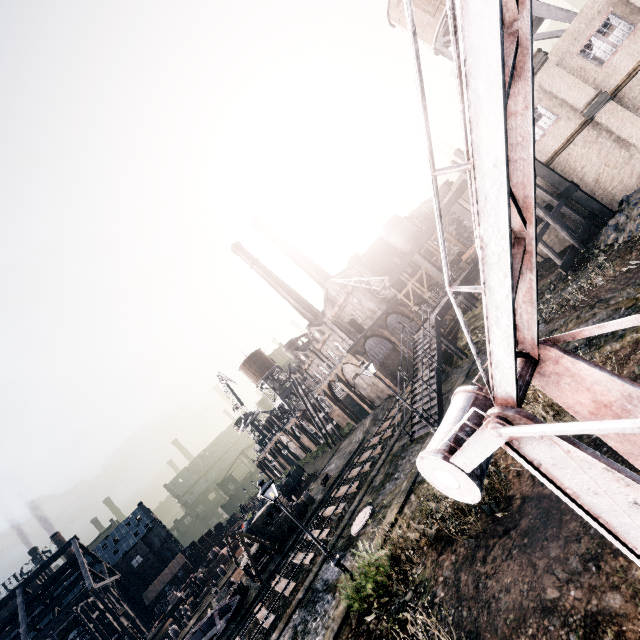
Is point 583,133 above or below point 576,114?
below

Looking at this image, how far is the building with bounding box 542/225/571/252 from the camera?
24.5 meters

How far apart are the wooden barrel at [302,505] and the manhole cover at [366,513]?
15.74m

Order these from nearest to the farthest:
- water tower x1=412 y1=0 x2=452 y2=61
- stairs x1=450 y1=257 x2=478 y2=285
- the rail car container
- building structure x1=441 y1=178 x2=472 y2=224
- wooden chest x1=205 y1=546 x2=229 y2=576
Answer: building structure x1=441 y1=178 x2=472 y2=224
stairs x1=450 y1=257 x2=478 y2=285
water tower x1=412 y1=0 x2=452 y2=61
the rail car container
wooden chest x1=205 y1=546 x2=229 y2=576

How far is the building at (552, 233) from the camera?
24.5m

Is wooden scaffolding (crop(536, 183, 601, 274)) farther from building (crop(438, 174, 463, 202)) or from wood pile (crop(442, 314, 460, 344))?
wood pile (crop(442, 314, 460, 344))

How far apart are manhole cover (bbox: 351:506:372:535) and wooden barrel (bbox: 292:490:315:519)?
15.74m

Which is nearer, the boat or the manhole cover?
the manhole cover
